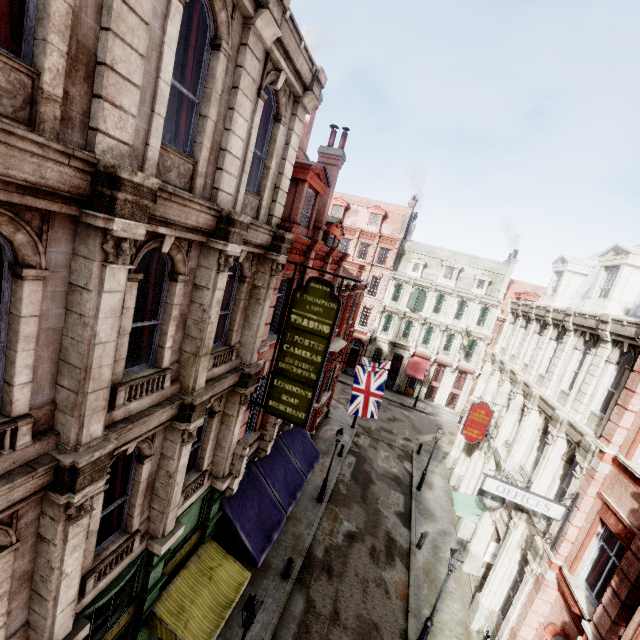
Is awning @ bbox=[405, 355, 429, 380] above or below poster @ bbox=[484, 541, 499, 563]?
above

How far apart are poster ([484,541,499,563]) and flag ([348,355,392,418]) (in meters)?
7.96

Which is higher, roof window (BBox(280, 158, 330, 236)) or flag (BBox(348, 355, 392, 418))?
roof window (BBox(280, 158, 330, 236))

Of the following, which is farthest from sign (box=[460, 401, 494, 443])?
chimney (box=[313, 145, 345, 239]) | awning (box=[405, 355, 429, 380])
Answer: awning (box=[405, 355, 429, 380])

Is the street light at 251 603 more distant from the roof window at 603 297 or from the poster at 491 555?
the roof window at 603 297

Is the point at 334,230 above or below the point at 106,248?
above

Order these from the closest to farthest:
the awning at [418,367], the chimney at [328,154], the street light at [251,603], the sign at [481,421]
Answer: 1. the street light at [251,603]
2. the chimney at [328,154]
3. the sign at [481,421]
4. the awning at [418,367]

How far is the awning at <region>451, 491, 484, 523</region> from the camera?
16.82m
